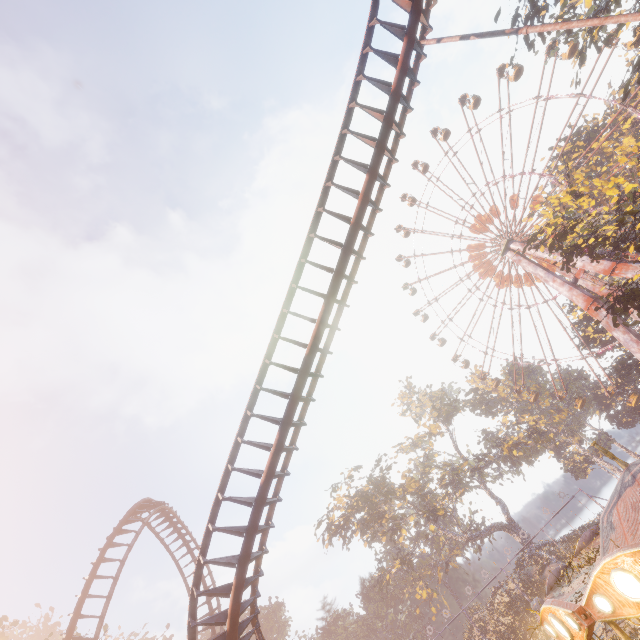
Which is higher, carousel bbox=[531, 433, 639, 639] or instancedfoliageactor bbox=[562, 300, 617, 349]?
instancedfoliageactor bbox=[562, 300, 617, 349]

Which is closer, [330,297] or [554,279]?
[330,297]

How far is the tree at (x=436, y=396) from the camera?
56.9m

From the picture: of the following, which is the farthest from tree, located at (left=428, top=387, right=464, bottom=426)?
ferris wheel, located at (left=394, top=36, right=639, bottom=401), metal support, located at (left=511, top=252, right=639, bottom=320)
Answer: metal support, located at (left=511, top=252, right=639, bottom=320)

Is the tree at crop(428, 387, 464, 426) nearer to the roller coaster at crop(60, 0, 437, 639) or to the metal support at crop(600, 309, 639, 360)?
the metal support at crop(600, 309, 639, 360)

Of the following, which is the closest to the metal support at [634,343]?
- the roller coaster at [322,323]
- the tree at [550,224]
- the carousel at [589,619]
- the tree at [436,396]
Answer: the tree at [550,224]

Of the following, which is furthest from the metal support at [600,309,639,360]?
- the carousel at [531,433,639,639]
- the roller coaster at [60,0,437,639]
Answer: the roller coaster at [60,0,437,639]

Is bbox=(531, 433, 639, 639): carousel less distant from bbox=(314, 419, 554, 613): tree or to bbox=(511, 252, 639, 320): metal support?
bbox=(511, 252, 639, 320): metal support
